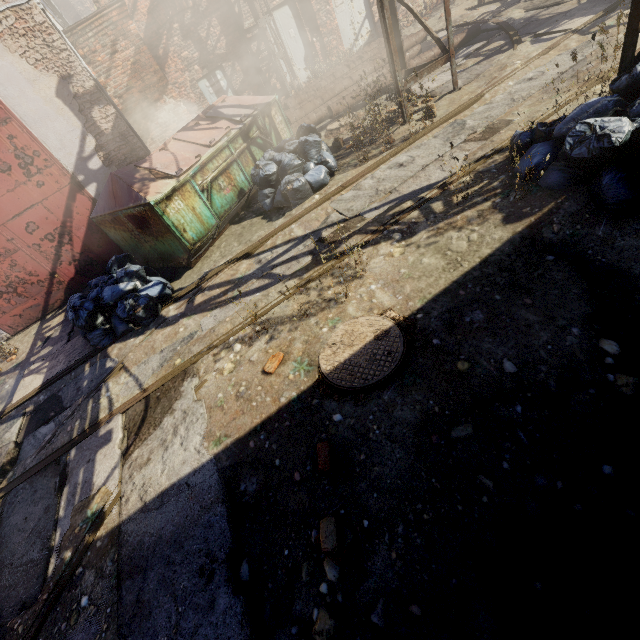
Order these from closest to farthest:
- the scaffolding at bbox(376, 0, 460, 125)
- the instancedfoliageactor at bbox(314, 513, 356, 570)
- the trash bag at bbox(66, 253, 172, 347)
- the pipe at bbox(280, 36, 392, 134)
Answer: the instancedfoliageactor at bbox(314, 513, 356, 570) → the trash bag at bbox(66, 253, 172, 347) → the scaffolding at bbox(376, 0, 460, 125) → the pipe at bbox(280, 36, 392, 134)

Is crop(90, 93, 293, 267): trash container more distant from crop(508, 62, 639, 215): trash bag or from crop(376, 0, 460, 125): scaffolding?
crop(508, 62, 639, 215): trash bag

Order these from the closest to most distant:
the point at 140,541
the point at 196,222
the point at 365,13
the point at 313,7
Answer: the point at 140,541, the point at 196,222, the point at 313,7, the point at 365,13

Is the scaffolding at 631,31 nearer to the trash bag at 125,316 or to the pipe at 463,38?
the pipe at 463,38

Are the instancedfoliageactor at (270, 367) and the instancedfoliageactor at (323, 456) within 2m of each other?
yes

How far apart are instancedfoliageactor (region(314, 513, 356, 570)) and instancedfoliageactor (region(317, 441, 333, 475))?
0.3 meters

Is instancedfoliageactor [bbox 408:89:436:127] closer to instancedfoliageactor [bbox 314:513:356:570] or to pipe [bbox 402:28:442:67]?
pipe [bbox 402:28:442:67]

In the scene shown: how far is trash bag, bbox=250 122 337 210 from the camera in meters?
6.1
